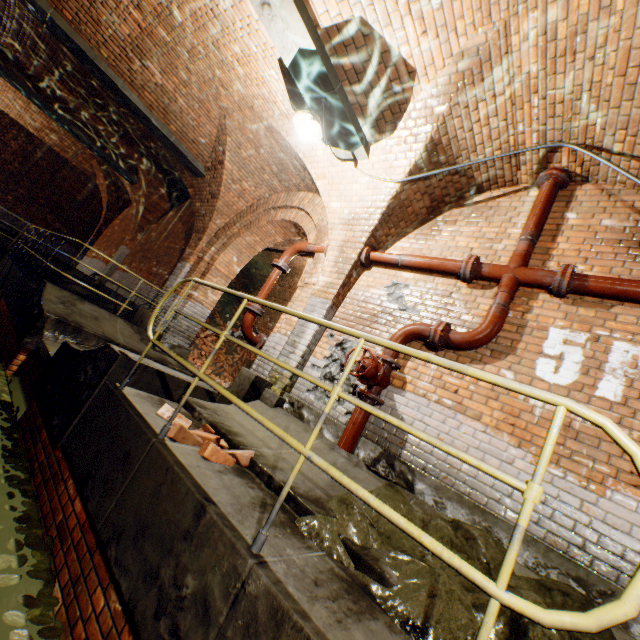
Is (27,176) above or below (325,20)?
below

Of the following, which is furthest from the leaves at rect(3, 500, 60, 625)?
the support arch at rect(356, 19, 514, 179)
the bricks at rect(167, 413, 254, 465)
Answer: the support arch at rect(356, 19, 514, 179)

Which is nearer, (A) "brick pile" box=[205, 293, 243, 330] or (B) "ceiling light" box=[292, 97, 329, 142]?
(B) "ceiling light" box=[292, 97, 329, 142]

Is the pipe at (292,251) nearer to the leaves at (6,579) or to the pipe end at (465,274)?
the pipe end at (465,274)

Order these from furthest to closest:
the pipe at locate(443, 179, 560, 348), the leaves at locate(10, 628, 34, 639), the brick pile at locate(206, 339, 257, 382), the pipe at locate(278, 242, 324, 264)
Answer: the brick pile at locate(206, 339, 257, 382) < the pipe at locate(278, 242, 324, 264) < the pipe at locate(443, 179, 560, 348) < the leaves at locate(10, 628, 34, 639)

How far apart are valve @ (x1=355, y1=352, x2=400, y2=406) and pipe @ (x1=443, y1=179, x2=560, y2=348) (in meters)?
0.58

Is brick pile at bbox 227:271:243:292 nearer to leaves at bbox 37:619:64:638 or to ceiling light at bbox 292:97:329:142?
leaves at bbox 37:619:64:638

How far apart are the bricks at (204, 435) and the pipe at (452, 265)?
3.26m
